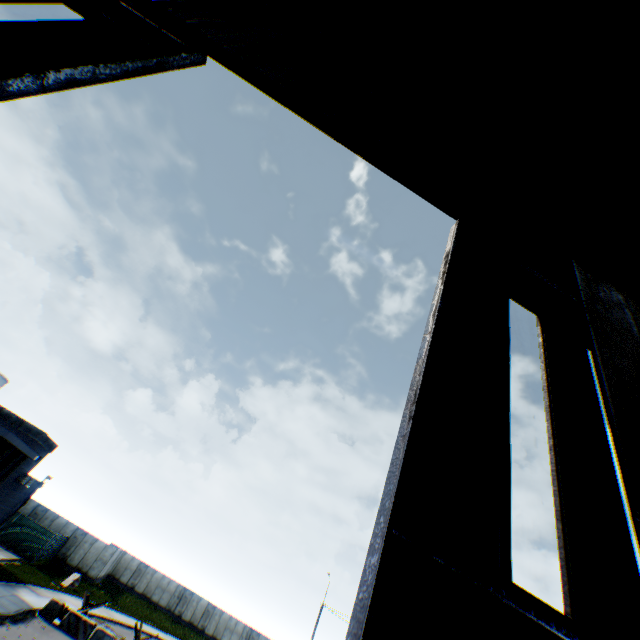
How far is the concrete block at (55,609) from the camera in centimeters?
1875cm

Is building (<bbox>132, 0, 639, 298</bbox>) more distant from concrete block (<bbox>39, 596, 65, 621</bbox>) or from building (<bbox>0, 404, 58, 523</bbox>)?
concrete block (<bbox>39, 596, 65, 621</bbox>)

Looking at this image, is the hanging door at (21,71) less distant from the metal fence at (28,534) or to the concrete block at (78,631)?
the metal fence at (28,534)

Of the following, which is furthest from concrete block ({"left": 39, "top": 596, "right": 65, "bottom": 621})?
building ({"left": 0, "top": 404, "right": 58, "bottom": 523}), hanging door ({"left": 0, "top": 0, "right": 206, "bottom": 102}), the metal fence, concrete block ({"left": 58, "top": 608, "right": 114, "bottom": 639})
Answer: hanging door ({"left": 0, "top": 0, "right": 206, "bottom": 102})

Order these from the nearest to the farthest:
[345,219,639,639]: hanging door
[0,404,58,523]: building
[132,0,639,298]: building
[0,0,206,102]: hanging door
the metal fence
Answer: [345,219,639,639]: hanging door → [0,0,206,102]: hanging door → [132,0,639,298]: building → [0,404,58,523]: building → the metal fence

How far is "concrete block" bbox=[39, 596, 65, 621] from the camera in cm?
1875

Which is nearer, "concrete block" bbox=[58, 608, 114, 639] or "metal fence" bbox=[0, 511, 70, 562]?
"concrete block" bbox=[58, 608, 114, 639]

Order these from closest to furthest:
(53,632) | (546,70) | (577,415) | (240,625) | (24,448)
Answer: (577,415) < (546,70) < (53,632) < (24,448) < (240,625)
